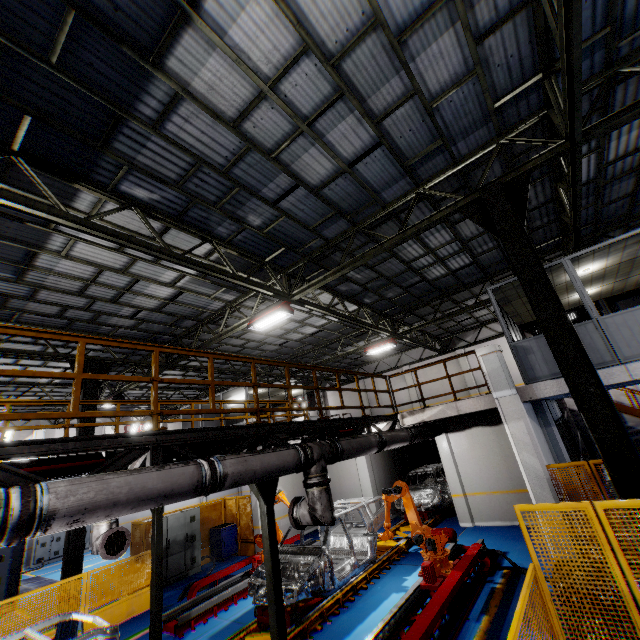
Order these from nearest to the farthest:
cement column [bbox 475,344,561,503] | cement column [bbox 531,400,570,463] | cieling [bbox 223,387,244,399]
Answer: cement column [bbox 475,344,561,503], cement column [bbox 531,400,570,463], cieling [bbox 223,387,244,399]

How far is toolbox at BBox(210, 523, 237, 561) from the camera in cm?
1326

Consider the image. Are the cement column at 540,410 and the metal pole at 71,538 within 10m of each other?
no

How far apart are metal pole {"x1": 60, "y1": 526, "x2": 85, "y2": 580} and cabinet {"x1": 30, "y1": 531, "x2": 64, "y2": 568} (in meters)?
14.27

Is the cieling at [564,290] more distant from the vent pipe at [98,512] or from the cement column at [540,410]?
the vent pipe at [98,512]

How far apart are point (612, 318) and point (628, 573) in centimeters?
596cm

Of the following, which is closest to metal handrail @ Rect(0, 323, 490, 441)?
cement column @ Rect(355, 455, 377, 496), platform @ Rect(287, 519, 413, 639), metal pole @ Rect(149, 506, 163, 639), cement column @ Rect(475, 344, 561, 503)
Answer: cement column @ Rect(475, 344, 561, 503)

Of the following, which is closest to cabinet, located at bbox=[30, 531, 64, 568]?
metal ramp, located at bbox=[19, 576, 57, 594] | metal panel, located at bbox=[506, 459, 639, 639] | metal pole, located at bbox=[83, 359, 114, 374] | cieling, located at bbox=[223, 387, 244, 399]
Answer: metal ramp, located at bbox=[19, 576, 57, 594]
